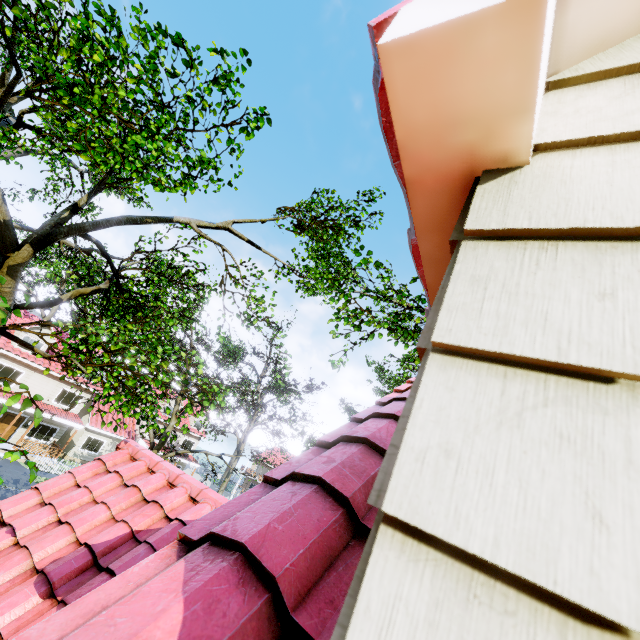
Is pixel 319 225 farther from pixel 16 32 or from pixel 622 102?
pixel 16 32

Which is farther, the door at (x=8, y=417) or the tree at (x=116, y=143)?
the door at (x=8, y=417)

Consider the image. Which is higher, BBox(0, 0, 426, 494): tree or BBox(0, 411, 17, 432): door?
BBox(0, 0, 426, 494): tree

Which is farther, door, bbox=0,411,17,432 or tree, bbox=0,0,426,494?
door, bbox=0,411,17,432

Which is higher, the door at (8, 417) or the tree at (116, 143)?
the tree at (116, 143)
